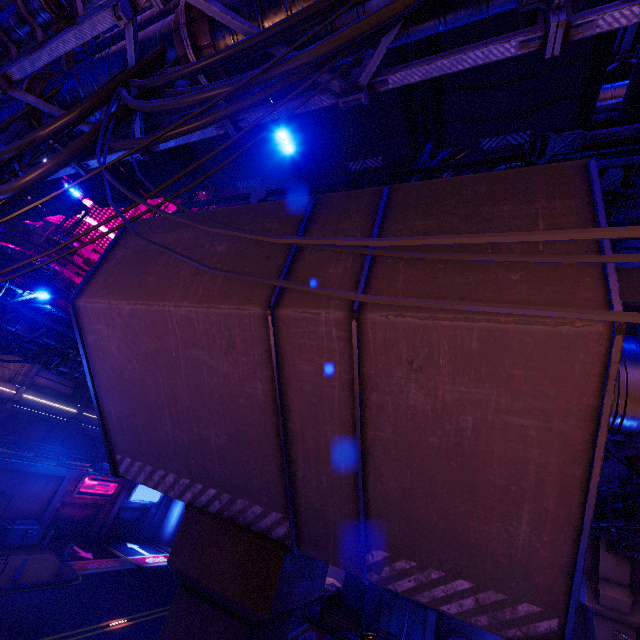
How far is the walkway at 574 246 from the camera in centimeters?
379cm

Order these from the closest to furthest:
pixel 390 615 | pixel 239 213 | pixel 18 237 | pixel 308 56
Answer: pixel 308 56, pixel 239 213, pixel 390 615, pixel 18 237

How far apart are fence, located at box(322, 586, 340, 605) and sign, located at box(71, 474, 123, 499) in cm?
1945

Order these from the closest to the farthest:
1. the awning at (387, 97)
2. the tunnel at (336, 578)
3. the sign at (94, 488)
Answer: the awning at (387, 97)
the sign at (94, 488)
the tunnel at (336, 578)

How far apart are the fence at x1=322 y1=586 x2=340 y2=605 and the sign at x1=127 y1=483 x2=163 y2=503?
17.3 meters

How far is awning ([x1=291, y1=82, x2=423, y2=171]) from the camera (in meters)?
9.64

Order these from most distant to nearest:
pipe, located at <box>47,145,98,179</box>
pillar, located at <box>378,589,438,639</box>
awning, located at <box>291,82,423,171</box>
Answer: pillar, located at <box>378,589,438,639</box>
awning, located at <box>291,82,423,171</box>
pipe, located at <box>47,145,98,179</box>

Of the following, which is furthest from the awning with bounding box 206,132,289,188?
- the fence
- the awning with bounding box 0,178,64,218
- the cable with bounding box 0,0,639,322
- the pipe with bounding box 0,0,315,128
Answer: the fence
